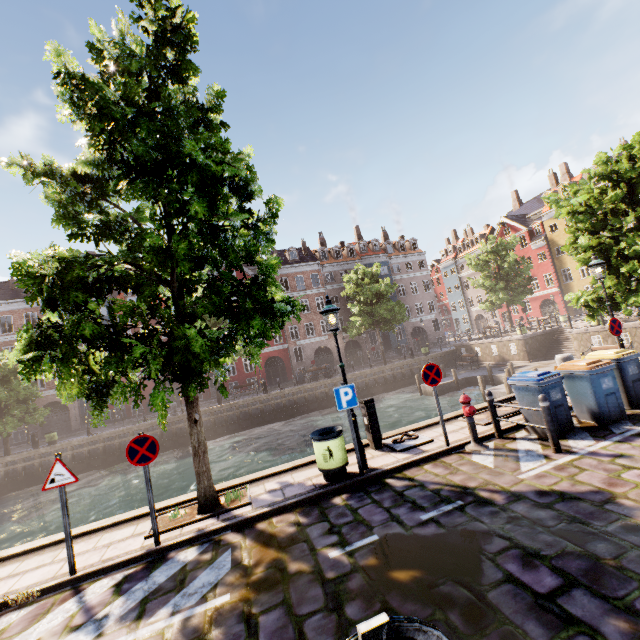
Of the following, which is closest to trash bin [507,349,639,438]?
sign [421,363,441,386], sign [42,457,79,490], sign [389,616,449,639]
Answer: sign [421,363,441,386]

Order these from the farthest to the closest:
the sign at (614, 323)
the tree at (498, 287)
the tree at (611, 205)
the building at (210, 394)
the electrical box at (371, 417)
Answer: the building at (210, 394) → the tree at (498, 287) → the tree at (611, 205) → the sign at (614, 323) → the electrical box at (371, 417)

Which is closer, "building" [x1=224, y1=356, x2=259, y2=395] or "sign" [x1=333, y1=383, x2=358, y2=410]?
"sign" [x1=333, y1=383, x2=358, y2=410]

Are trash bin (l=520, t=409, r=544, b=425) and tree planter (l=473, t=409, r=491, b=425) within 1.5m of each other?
yes

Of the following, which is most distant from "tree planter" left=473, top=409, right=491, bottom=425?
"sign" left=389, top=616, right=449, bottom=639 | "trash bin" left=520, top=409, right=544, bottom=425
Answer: "sign" left=389, top=616, right=449, bottom=639

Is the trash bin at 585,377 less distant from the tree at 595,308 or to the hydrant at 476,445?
the hydrant at 476,445

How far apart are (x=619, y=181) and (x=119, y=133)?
15.48m

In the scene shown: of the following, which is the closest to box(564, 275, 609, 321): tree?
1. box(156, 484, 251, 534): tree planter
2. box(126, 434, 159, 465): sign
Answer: box(156, 484, 251, 534): tree planter
